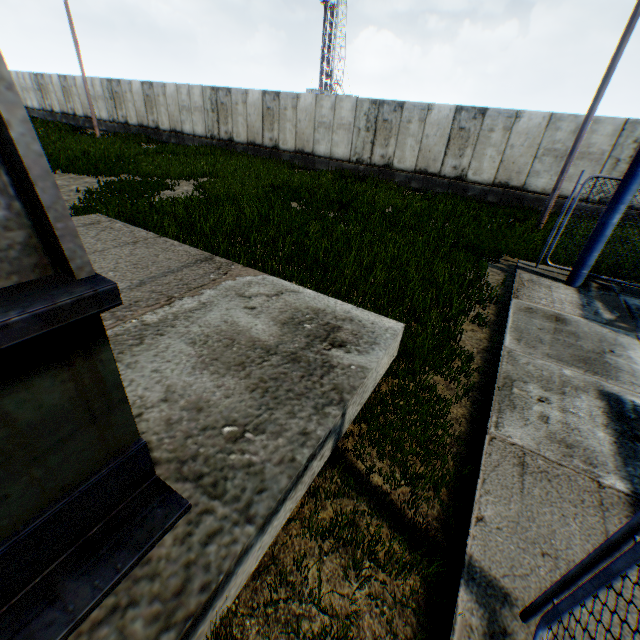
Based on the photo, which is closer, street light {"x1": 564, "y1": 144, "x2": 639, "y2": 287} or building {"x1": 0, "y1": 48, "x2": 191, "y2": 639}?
building {"x1": 0, "y1": 48, "x2": 191, "y2": 639}

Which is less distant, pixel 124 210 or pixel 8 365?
pixel 8 365

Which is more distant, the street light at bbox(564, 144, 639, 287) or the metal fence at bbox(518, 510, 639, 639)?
the street light at bbox(564, 144, 639, 287)

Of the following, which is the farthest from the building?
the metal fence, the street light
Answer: the street light

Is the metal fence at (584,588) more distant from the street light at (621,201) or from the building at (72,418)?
the street light at (621,201)

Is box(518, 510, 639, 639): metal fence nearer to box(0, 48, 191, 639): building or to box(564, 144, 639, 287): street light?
box(0, 48, 191, 639): building
